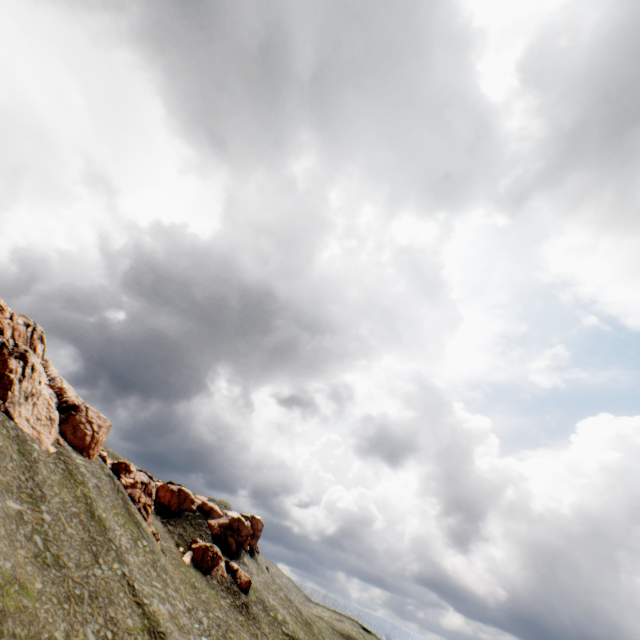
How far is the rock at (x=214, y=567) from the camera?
54.56m

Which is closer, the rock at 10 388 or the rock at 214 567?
the rock at 10 388

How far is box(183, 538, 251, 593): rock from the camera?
54.56m

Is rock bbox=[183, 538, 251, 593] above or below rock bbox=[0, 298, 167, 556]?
below

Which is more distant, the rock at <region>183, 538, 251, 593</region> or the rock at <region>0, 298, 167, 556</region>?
the rock at <region>183, 538, 251, 593</region>

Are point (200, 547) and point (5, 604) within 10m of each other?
no
